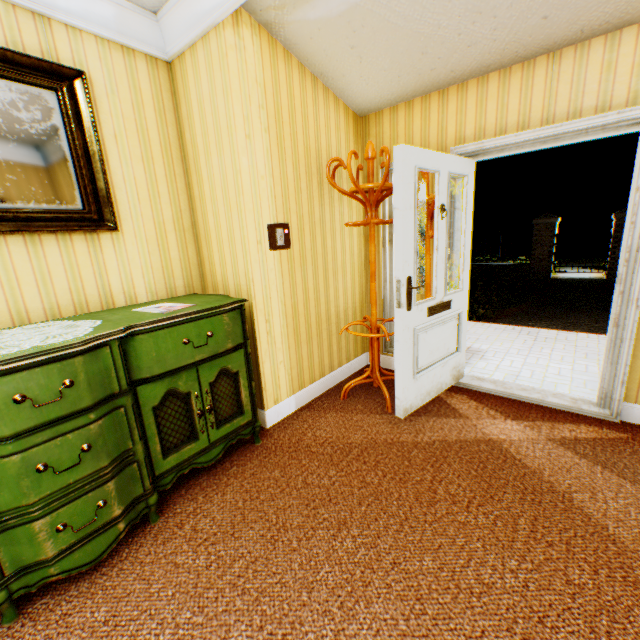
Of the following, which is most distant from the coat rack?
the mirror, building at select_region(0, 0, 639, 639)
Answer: the mirror

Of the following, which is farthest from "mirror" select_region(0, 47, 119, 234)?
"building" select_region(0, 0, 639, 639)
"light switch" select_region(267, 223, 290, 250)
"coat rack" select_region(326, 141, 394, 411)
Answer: "coat rack" select_region(326, 141, 394, 411)

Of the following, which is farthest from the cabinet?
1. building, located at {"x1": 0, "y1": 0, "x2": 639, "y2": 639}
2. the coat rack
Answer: the coat rack

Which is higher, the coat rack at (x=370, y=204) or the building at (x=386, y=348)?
the coat rack at (x=370, y=204)

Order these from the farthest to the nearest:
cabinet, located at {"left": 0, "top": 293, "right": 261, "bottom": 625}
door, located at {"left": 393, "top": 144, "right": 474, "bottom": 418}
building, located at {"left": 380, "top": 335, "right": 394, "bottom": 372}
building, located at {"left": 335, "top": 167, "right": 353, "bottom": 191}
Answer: building, located at {"left": 380, "top": 335, "right": 394, "bottom": 372} < building, located at {"left": 335, "top": 167, "right": 353, "bottom": 191} < door, located at {"left": 393, "top": 144, "right": 474, "bottom": 418} < cabinet, located at {"left": 0, "top": 293, "right": 261, "bottom": 625}

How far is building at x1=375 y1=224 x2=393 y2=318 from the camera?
3.59m

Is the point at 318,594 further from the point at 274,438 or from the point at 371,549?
the point at 274,438

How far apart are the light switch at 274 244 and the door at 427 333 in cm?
91
